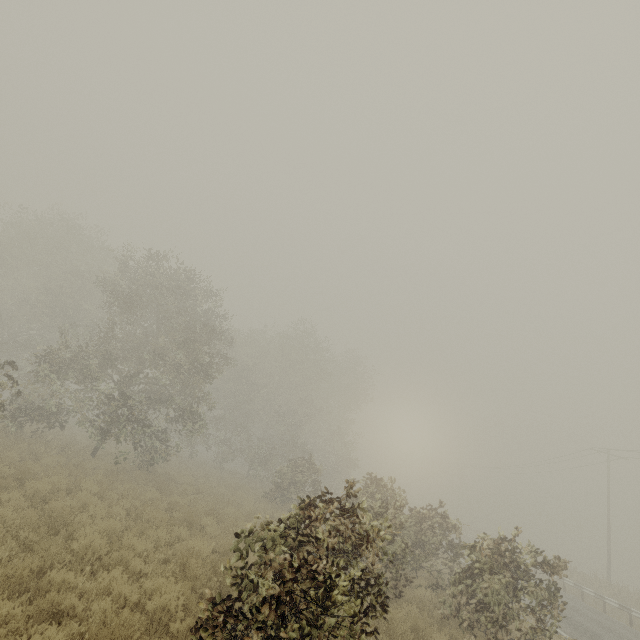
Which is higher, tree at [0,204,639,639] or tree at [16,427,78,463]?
tree at [0,204,639,639]

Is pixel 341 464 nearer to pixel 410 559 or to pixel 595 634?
pixel 410 559

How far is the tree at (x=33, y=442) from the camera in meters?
13.3

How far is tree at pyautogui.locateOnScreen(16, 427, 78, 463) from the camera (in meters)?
13.25

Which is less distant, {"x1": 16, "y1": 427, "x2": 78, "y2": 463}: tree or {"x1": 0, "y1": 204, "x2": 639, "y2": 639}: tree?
{"x1": 0, "y1": 204, "x2": 639, "y2": 639}: tree

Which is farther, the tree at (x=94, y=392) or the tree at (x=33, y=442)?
the tree at (x=33, y=442)
